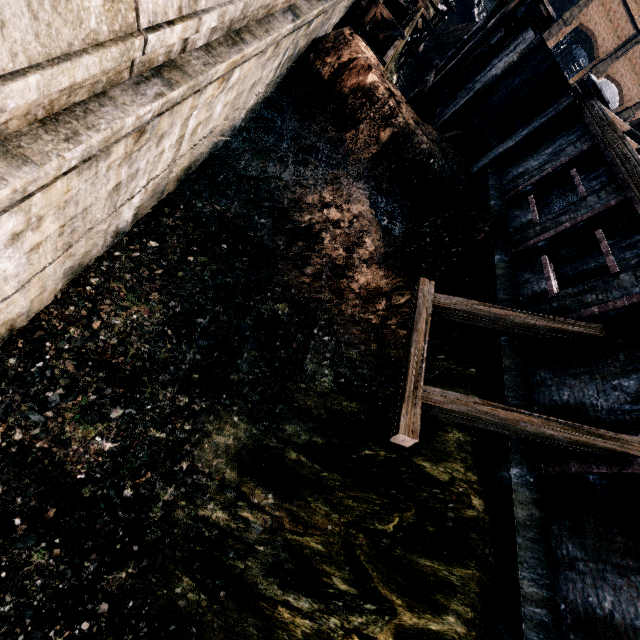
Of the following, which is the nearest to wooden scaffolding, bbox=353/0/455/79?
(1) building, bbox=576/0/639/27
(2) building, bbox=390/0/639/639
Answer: (2) building, bbox=390/0/639/639

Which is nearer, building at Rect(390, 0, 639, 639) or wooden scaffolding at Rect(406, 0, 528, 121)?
building at Rect(390, 0, 639, 639)

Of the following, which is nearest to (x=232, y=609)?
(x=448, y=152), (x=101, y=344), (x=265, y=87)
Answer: (x=101, y=344)

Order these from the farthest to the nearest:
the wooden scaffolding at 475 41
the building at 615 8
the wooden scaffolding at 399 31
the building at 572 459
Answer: the building at 615 8
the wooden scaffolding at 399 31
the wooden scaffolding at 475 41
the building at 572 459

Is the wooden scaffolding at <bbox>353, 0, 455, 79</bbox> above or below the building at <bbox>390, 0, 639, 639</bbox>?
below

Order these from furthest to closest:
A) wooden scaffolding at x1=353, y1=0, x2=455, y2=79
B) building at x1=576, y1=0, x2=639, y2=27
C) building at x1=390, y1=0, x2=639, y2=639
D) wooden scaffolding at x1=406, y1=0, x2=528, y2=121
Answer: building at x1=576, y1=0, x2=639, y2=27 < wooden scaffolding at x1=353, y1=0, x2=455, y2=79 < wooden scaffolding at x1=406, y1=0, x2=528, y2=121 < building at x1=390, y1=0, x2=639, y2=639

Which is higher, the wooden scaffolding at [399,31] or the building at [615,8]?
the building at [615,8]

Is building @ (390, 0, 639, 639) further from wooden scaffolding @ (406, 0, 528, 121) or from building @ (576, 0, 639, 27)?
building @ (576, 0, 639, 27)
